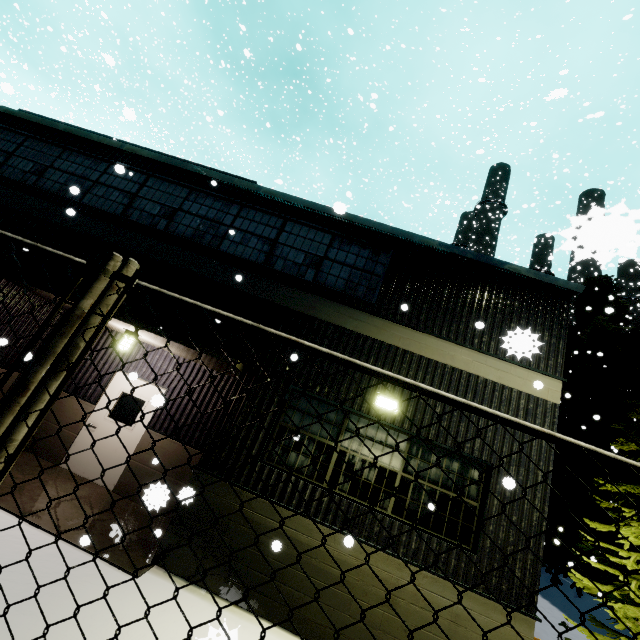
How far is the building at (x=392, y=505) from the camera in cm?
543

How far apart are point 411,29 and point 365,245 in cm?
3472

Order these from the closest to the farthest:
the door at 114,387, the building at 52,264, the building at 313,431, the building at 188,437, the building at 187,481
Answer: the building at 187,481, the building at 313,431, the building at 52,264, the building at 188,437, the door at 114,387

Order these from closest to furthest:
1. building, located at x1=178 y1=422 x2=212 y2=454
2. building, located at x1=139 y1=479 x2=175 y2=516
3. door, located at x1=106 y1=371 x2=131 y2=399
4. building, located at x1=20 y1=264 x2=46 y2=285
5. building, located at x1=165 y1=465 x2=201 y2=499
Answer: building, located at x1=139 y1=479 x2=175 y2=516 → building, located at x1=165 y1=465 x2=201 y2=499 → building, located at x1=20 y1=264 x2=46 y2=285 → building, located at x1=178 y1=422 x2=212 y2=454 → door, located at x1=106 y1=371 x2=131 y2=399

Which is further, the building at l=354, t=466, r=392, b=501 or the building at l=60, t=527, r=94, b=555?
the building at l=354, t=466, r=392, b=501
